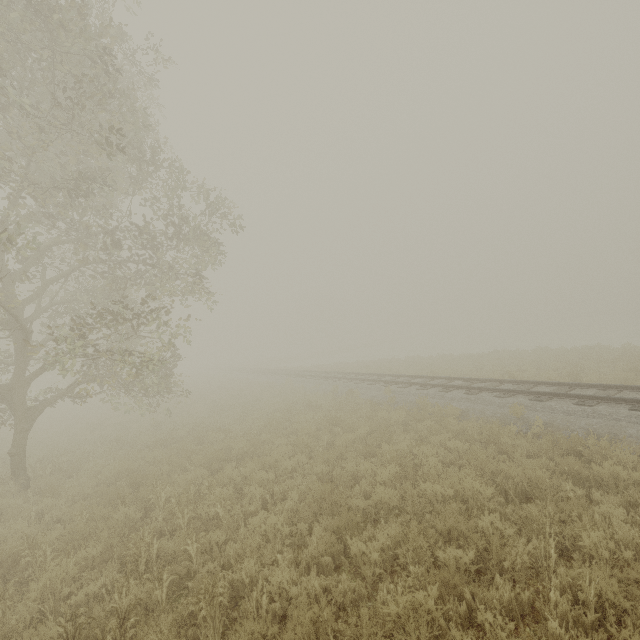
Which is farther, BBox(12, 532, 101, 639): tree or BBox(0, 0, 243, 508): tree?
BBox(0, 0, 243, 508): tree

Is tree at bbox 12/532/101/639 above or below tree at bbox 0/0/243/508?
below

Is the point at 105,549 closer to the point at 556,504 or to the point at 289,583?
the point at 289,583

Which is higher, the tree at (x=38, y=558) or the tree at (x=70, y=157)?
the tree at (x=70, y=157)

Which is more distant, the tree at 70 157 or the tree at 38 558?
the tree at 70 157
